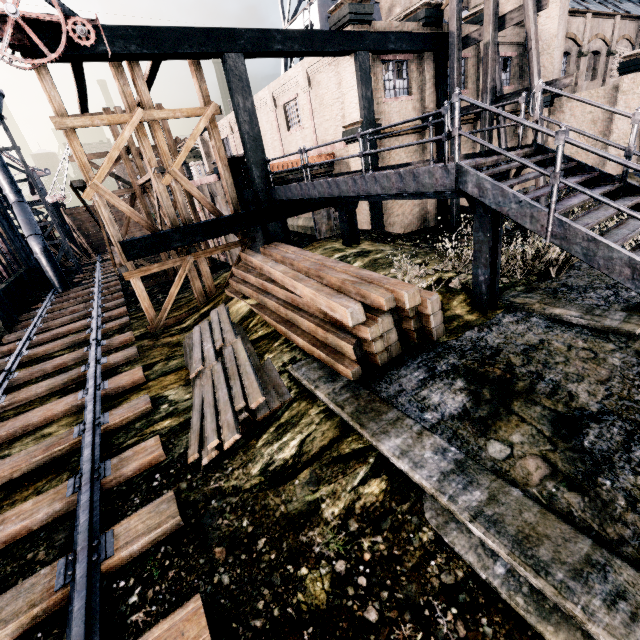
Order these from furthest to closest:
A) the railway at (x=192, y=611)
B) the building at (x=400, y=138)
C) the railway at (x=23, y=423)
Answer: the building at (x=400, y=138), the railway at (x=23, y=423), the railway at (x=192, y=611)

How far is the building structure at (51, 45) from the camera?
8.9 meters

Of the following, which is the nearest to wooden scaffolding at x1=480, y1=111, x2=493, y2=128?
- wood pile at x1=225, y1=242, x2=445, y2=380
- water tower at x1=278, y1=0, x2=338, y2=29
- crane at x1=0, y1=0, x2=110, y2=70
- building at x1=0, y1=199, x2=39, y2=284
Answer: wood pile at x1=225, y1=242, x2=445, y2=380

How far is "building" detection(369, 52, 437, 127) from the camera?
15.64m

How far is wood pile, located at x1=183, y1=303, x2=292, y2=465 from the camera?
6.7 meters

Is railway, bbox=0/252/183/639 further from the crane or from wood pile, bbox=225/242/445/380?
the crane

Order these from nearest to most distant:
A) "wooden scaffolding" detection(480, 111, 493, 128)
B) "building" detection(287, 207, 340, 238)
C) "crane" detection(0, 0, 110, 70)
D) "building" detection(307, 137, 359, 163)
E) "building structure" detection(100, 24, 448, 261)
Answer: "crane" detection(0, 0, 110, 70) → "building structure" detection(100, 24, 448, 261) → "wooden scaffolding" detection(480, 111, 493, 128) → "building" detection(307, 137, 359, 163) → "building" detection(287, 207, 340, 238)

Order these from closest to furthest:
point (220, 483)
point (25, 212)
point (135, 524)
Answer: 1. point (135, 524)
2. point (220, 483)
3. point (25, 212)
